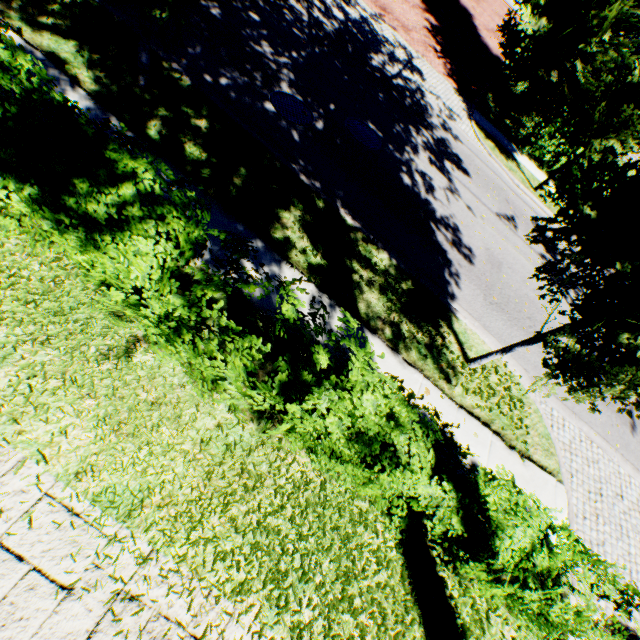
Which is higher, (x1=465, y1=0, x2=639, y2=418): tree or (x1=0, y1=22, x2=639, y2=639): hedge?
(x1=465, y1=0, x2=639, y2=418): tree

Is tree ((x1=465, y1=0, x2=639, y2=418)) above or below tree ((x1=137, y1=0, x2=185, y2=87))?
above

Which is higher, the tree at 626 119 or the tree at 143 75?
the tree at 626 119

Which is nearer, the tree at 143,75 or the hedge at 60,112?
the hedge at 60,112

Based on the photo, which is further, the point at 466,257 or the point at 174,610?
the point at 466,257

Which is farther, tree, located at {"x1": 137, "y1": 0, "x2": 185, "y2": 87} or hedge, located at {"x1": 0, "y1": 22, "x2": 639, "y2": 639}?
tree, located at {"x1": 137, "y1": 0, "x2": 185, "y2": 87}
